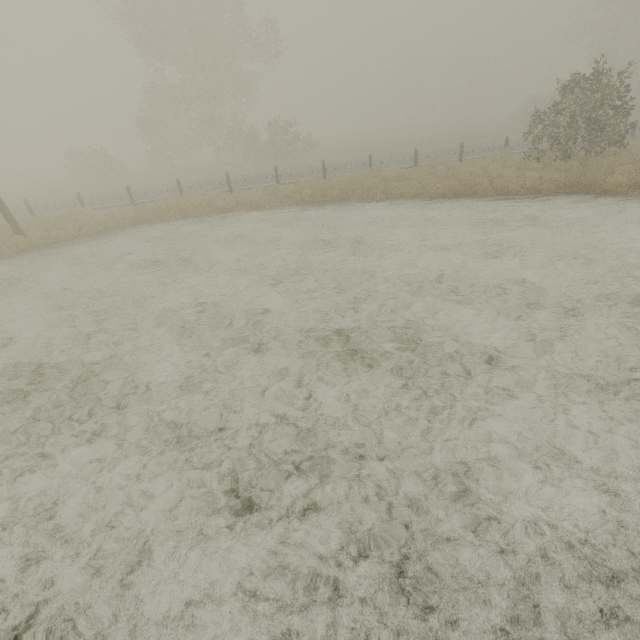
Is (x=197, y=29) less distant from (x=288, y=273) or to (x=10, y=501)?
(x=288, y=273)
